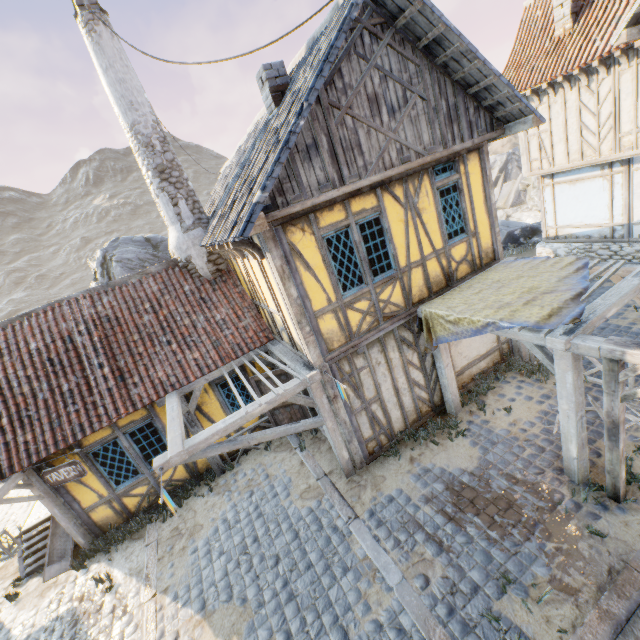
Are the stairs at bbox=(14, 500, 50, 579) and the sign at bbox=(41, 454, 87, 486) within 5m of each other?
yes

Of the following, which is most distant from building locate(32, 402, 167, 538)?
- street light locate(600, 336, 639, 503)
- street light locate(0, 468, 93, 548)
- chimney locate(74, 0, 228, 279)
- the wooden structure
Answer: the wooden structure

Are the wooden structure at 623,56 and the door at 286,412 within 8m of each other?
no

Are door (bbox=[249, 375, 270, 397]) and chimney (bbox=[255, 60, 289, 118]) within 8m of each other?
yes

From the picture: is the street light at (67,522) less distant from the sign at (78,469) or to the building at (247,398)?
the sign at (78,469)

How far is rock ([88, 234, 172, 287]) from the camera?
15.0m

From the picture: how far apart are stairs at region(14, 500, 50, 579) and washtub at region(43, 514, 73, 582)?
0.02m

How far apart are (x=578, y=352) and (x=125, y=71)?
11.7m
